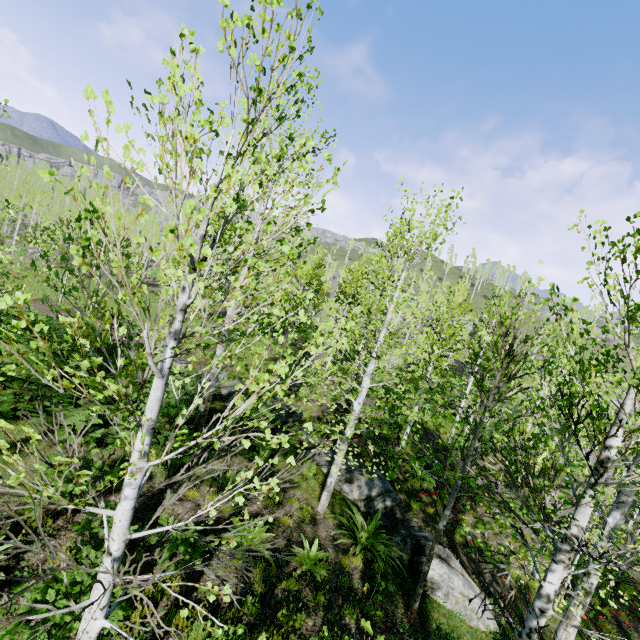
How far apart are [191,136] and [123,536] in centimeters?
306cm

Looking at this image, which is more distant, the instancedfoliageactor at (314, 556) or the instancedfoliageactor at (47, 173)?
the instancedfoliageactor at (314, 556)

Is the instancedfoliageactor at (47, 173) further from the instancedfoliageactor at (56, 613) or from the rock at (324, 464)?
the instancedfoliageactor at (56, 613)

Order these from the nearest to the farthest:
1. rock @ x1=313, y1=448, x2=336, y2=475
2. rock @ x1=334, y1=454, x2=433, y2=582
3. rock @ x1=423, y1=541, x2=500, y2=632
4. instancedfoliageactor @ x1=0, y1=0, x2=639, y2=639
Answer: instancedfoliageactor @ x1=0, y1=0, x2=639, y2=639 → rock @ x1=423, y1=541, x2=500, y2=632 → rock @ x1=334, y1=454, x2=433, y2=582 → rock @ x1=313, y1=448, x2=336, y2=475

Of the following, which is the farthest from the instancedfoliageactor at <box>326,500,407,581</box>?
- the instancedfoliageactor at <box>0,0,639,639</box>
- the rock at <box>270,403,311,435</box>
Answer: the instancedfoliageactor at <box>0,0,639,639</box>

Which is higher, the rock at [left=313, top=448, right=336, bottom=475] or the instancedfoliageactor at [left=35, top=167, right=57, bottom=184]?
the instancedfoliageactor at [left=35, top=167, right=57, bottom=184]
